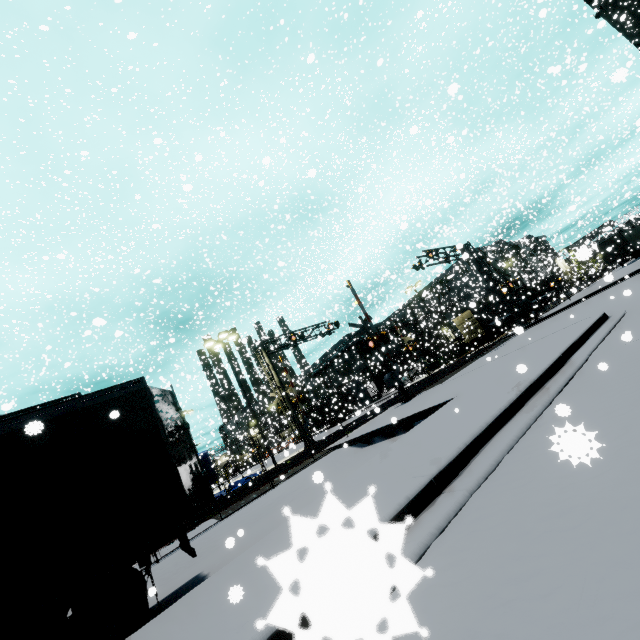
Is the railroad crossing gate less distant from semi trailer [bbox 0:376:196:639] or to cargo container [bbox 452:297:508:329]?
semi trailer [bbox 0:376:196:639]

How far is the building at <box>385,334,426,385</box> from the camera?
42.2m

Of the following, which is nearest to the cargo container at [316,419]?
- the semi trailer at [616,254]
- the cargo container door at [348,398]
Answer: the cargo container door at [348,398]

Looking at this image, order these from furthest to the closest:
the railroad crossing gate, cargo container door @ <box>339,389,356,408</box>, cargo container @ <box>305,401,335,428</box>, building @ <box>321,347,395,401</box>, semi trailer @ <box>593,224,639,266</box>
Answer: building @ <box>321,347,395,401</box> → cargo container @ <box>305,401,335,428</box> → cargo container door @ <box>339,389,356,408</box> → semi trailer @ <box>593,224,639,266</box> → the railroad crossing gate

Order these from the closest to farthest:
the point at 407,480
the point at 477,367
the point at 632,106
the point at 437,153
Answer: the point at 407,480 → the point at 477,367 → the point at 632,106 → the point at 437,153

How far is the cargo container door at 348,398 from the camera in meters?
42.9

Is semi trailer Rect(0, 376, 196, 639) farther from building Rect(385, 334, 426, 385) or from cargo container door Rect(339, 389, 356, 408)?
cargo container door Rect(339, 389, 356, 408)

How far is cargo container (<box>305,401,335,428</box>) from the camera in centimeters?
4516cm
